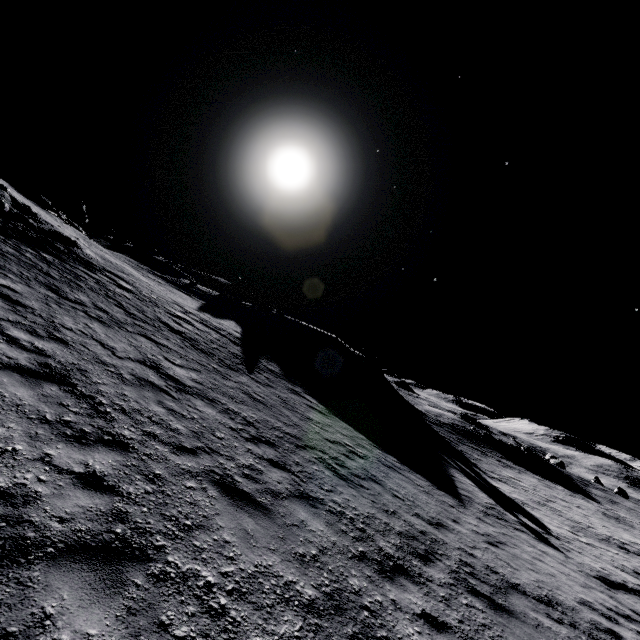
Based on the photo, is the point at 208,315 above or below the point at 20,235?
below

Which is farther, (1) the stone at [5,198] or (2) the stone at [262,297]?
(2) the stone at [262,297]

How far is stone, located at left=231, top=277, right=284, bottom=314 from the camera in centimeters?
4283cm

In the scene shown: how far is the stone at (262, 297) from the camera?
42.8m

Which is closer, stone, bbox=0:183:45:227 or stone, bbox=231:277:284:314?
stone, bbox=0:183:45:227

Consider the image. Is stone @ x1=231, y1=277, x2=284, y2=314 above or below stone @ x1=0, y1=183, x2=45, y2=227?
above
